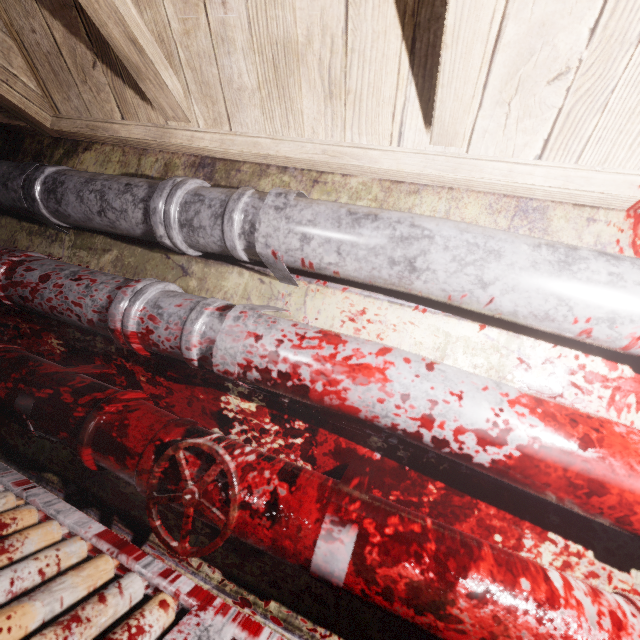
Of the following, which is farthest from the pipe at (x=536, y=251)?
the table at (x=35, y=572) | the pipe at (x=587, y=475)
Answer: the table at (x=35, y=572)

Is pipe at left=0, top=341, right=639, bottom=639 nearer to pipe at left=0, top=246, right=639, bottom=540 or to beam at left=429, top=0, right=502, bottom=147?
pipe at left=0, top=246, right=639, bottom=540

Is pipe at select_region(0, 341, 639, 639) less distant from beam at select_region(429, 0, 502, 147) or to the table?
the table

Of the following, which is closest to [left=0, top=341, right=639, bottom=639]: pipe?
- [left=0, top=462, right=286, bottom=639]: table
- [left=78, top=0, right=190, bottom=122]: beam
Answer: [left=0, top=462, right=286, bottom=639]: table

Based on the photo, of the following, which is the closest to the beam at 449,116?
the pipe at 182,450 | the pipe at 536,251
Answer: the pipe at 536,251

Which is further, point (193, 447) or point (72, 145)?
point (72, 145)

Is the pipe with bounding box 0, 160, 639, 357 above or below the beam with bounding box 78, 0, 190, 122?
below

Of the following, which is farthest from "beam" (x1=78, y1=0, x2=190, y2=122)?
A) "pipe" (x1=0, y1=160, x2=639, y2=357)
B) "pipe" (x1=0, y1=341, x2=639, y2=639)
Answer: "pipe" (x1=0, y1=341, x2=639, y2=639)
